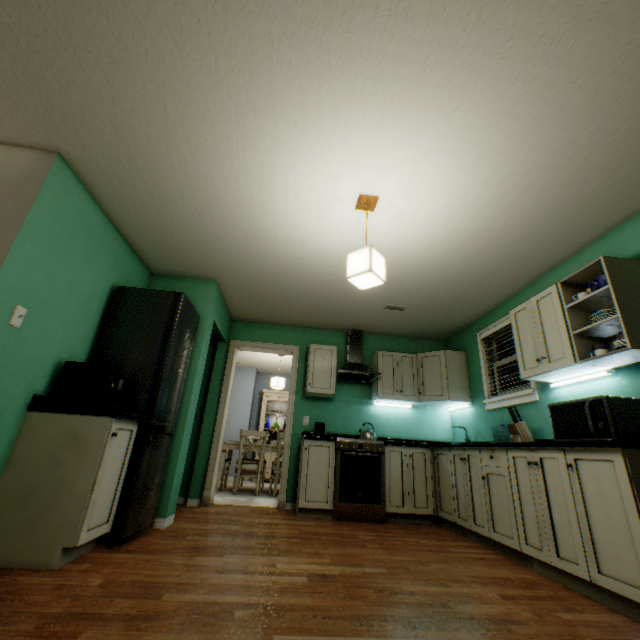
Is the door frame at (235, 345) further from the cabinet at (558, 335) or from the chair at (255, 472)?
the cabinet at (558, 335)

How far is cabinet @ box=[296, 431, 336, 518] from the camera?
3.70m

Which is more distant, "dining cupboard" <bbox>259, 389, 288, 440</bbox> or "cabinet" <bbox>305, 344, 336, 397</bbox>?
"dining cupboard" <bbox>259, 389, 288, 440</bbox>

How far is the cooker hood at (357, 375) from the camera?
4.38m

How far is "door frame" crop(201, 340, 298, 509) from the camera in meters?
4.1 m

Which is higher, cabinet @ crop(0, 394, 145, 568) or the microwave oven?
the microwave oven

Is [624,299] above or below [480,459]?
above

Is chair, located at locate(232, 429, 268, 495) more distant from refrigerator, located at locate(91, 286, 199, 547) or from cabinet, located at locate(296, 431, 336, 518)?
refrigerator, located at locate(91, 286, 199, 547)
